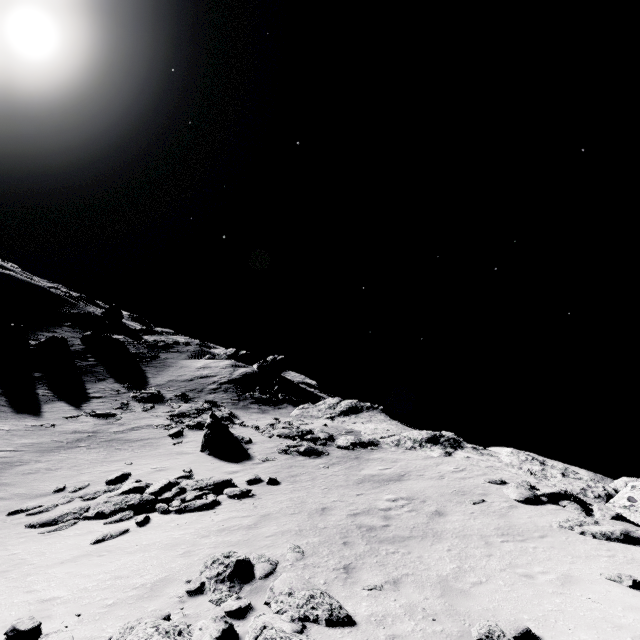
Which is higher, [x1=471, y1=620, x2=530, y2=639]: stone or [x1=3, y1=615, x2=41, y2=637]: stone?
[x1=471, y1=620, x2=530, y2=639]: stone

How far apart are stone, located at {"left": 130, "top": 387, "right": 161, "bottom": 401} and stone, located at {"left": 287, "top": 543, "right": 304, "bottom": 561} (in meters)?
27.36

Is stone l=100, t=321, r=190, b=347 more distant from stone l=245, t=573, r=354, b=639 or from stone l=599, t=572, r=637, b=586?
stone l=599, t=572, r=637, b=586

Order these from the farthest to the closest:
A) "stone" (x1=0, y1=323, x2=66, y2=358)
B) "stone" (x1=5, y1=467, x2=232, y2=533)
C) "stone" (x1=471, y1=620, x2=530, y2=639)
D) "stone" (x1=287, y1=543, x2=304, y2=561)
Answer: "stone" (x1=0, y1=323, x2=66, y2=358), "stone" (x1=5, y1=467, x2=232, y2=533), "stone" (x1=287, y1=543, x2=304, y2=561), "stone" (x1=471, y1=620, x2=530, y2=639)

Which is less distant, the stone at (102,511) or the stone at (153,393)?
the stone at (102,511)

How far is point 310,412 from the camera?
32.6m

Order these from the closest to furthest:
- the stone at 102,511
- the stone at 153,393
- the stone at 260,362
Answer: the stone at 102,511, the stone at 153,393, the stone at 260,362

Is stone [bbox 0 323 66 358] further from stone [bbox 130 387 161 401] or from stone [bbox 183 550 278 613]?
stone [bbox 183 550 278 613]
